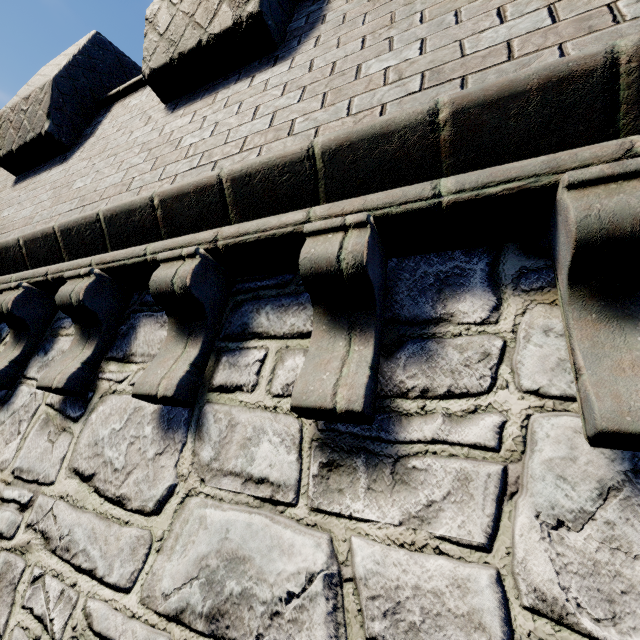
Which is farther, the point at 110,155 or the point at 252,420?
the point at 110,155
